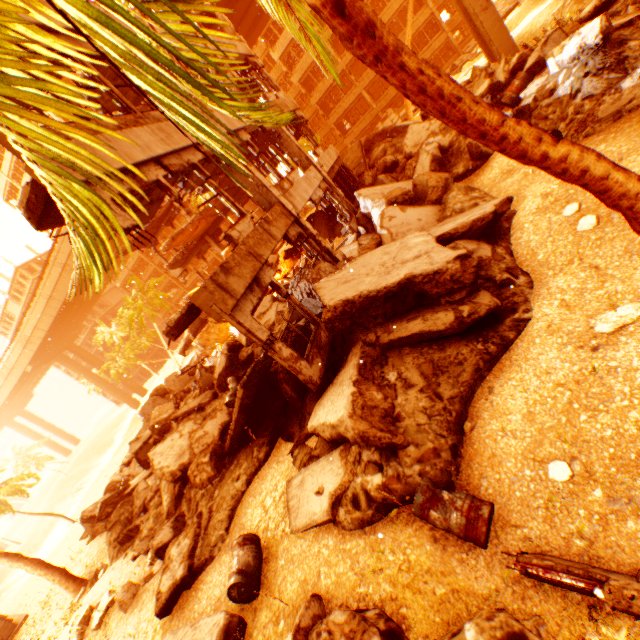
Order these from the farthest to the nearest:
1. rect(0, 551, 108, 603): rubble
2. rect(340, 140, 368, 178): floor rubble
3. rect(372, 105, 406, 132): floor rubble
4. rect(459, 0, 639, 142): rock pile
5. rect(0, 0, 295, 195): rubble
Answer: rect(372, 105, 406, 132): floor rubble
rect(340, 140, 368, 178): floor rubble
rect(0, 551, 108, 603): rubble
rect(459, 0, 639, 142): rock pile
rect(0, 0, 295, 195): rubble

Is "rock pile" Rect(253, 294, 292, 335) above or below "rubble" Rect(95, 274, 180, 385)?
below

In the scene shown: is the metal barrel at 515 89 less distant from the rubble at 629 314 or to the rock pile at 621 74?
the rock pile at 621 74

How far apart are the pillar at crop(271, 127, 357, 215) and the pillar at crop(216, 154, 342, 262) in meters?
4.5

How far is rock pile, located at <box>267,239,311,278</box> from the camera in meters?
18.7 m

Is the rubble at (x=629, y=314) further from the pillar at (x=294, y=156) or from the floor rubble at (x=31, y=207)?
the pillar at (x=294, y=156)

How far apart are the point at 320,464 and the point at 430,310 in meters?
3.5

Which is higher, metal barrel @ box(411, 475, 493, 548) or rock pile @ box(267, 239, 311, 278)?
rock pile @ box(267, 239, 311, 278)
